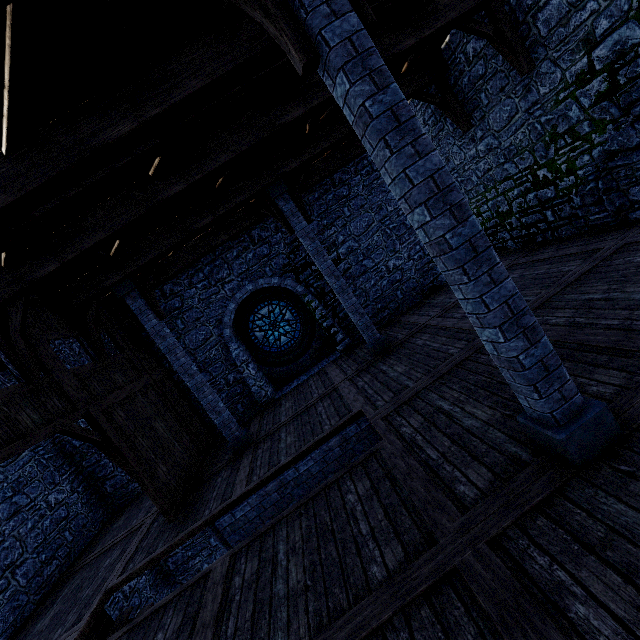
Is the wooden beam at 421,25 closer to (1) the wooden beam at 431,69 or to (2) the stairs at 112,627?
(1) the wooden beam at 431,69

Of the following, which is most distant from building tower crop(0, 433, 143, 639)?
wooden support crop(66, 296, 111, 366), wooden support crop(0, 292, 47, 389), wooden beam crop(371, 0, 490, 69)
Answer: wooden support crop(0, 292, 47, 389)

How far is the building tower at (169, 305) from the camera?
11.0 meters

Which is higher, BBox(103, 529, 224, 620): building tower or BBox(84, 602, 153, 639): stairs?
BBox(84, 602, 153, 639): stairs

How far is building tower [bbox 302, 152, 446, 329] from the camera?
11.39m

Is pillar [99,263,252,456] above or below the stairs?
above

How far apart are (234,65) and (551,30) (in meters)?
6.43

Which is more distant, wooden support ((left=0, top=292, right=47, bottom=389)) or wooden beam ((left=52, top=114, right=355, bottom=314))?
wooden beam ((left=52, top=114, right=355, bottom=314))
